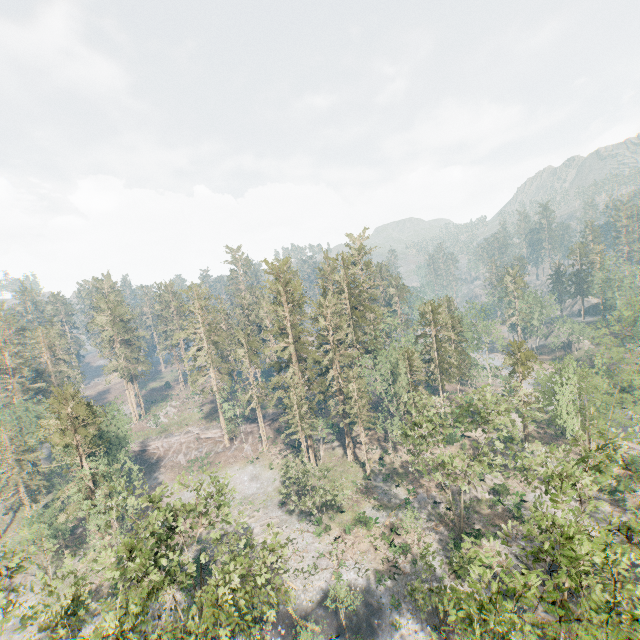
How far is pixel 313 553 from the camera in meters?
40.0

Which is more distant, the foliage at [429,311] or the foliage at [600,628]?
the foliage at [429,311]

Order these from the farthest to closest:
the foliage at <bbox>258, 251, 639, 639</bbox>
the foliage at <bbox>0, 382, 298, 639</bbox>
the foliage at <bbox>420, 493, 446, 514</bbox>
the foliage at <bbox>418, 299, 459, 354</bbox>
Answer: the foliage at <bbox>418, 299, 459, 354</bbox> → the foliage at <bbox>420, 493, 446, 514</bbox> → the foliage at <bbox>0, 382, 298, 639</bbox> → the foliage at <bbox>258, 251, 639, 639</bbox>

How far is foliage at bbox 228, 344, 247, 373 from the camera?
58.03m

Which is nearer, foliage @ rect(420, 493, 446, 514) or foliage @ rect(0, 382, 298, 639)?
foliage @ rect(0, 382, 298, 639)

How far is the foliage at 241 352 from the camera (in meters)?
58.03
